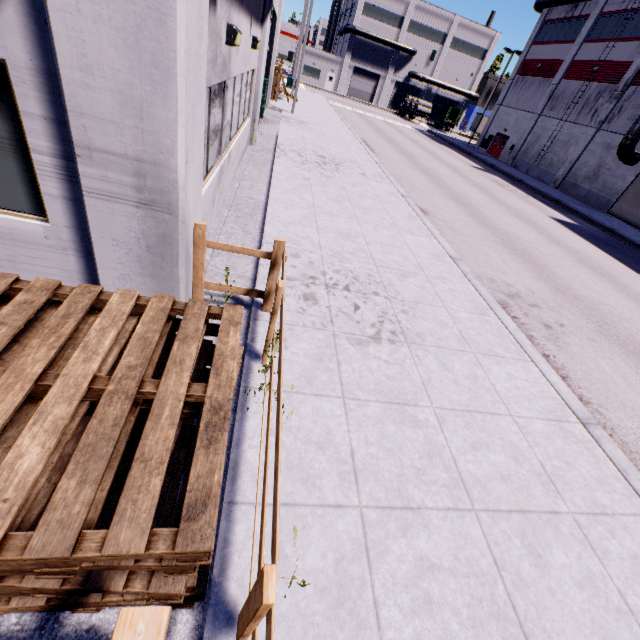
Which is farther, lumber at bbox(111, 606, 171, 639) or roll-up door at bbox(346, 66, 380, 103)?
roll-up door at bbox(346, 66, 380, 103)

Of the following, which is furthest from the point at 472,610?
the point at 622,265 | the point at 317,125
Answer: the point at 317,125

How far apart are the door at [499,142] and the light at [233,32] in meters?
41.5

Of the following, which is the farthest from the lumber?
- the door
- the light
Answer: the door

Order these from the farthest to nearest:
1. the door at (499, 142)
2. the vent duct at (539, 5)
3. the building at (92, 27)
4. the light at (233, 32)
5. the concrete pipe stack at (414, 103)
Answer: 1. the concrete pipe stack at (414, 103)
2. the door at (499, 142)
3. the vent duct at (539, 5)
4. the light at (233, 32)
5. the building at (92, 27)

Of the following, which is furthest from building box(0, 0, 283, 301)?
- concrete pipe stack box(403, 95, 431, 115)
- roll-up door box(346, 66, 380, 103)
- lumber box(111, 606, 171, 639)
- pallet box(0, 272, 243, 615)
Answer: lumber box(111, 606, 171, 639)

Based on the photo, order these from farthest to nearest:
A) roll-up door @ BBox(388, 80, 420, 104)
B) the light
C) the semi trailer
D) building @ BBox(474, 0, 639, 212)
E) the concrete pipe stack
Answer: roll-up door @ BBox(388, 80, 420, 104), the concrete pipe stack, building @ BBox(474, 0, 639, 212), the semi trailer, the light

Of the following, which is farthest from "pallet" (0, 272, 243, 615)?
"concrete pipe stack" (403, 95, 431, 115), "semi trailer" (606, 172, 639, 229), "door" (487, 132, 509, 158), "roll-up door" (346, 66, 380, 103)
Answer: "concrete pipe stack" (403, 95, 431, 115)
